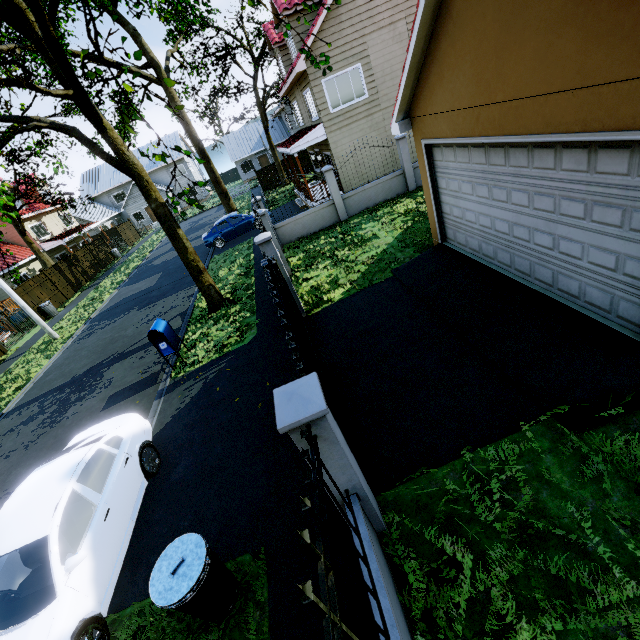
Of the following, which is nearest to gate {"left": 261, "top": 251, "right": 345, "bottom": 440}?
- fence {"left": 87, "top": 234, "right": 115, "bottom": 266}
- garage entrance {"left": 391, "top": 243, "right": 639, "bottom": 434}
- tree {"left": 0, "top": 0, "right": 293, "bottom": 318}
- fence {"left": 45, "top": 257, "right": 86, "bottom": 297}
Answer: tree {"left": 0, "top": 0, "right": 293, "bottom": 318}

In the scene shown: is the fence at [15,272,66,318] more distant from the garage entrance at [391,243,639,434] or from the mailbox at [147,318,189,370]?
the mailbox at [147,318,189,370]

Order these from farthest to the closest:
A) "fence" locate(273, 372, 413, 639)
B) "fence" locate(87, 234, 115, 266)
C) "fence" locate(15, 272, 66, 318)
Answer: "fence" locate(87, 234, 115, 266), "fence" locate(15, 272, 66, 318), "fence" locate(273, 372, 413, 639)

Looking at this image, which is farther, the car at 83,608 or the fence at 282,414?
the car at 83,608

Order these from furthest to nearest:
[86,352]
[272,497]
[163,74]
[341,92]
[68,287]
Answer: [68,287] → [163,74] → [341,92] → [86,352] → [272,497]

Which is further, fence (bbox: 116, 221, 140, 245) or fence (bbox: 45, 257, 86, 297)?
fence (bbox: 116, 221, 140, 245)

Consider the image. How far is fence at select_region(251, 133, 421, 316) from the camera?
8.6m

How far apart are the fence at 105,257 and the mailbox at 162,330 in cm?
2541
